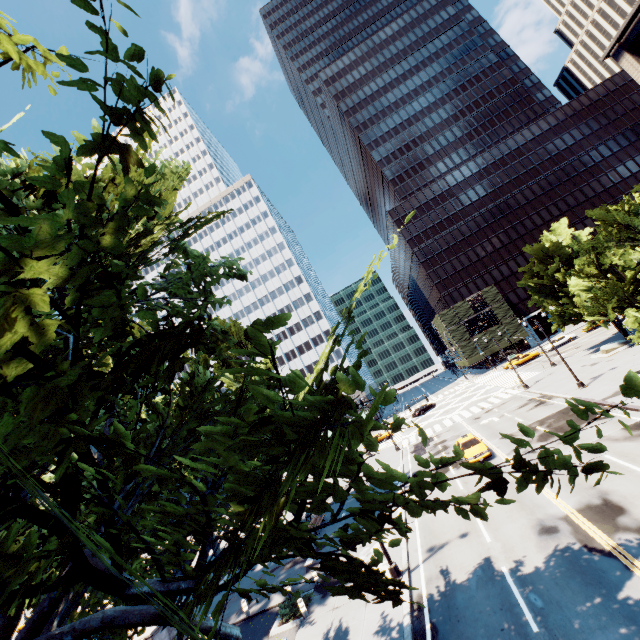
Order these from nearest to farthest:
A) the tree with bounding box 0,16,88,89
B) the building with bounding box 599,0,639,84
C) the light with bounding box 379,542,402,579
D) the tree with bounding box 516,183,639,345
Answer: the tree with bounding box 0,16,88,89 < the light with bounding box 379,542,402,579 < the tree with bounding box 516,183,639,345 < the building with bounding box 599,0,639,84

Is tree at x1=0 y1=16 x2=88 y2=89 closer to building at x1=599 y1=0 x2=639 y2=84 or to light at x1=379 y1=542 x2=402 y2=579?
light at x1=379 y1=542 x2=402 y2=579

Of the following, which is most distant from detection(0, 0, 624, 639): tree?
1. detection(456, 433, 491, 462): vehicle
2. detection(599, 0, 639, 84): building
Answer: detection(456, 433, 491, 462): vehicle

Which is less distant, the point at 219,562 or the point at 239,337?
the point at 219,562

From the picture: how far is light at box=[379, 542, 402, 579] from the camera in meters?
15.5 m

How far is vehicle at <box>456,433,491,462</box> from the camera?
23.92m

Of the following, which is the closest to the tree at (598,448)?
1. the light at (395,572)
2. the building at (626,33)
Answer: the light at (395,572)

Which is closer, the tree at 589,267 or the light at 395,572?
the light at 395,572
